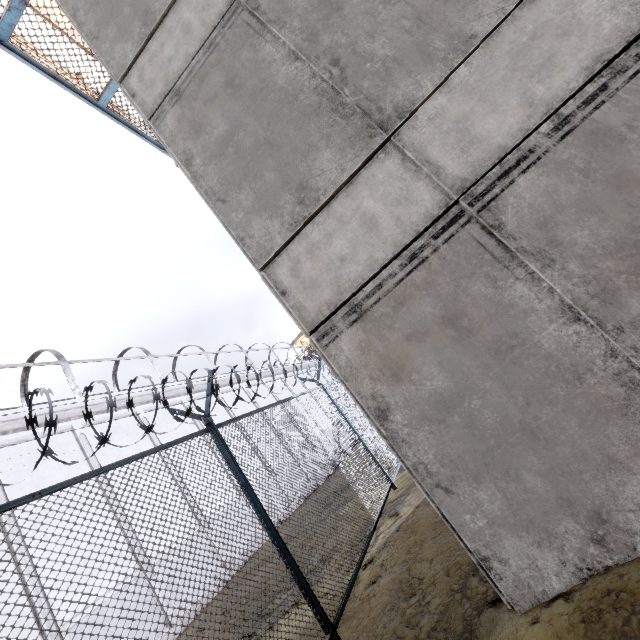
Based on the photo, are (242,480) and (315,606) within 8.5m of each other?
yes
